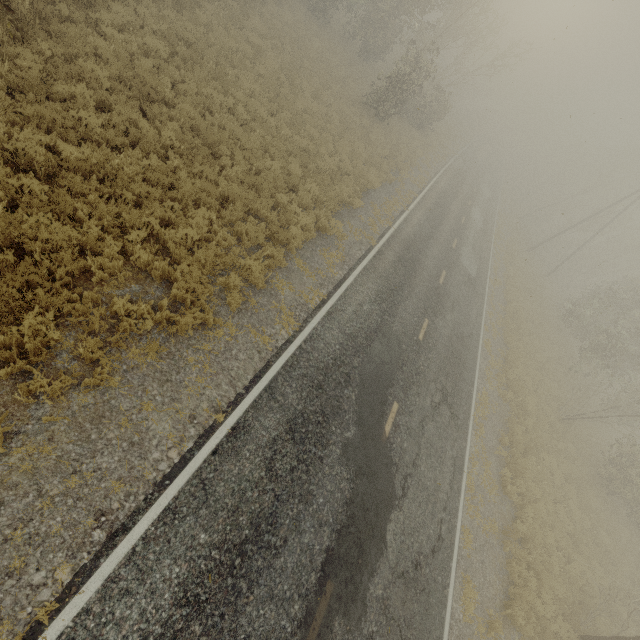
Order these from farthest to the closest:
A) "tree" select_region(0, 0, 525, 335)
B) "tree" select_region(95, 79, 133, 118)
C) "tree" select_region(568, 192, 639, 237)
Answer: "tree" select_region(568, 192, 639, 237)
"tree" select_region(95, 79, 133, 118)
"tree" select_region(0, 0, 525, 335)

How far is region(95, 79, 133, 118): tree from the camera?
8.49m

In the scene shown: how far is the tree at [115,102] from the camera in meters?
8.5

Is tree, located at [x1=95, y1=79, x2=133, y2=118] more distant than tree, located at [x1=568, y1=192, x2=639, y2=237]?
No

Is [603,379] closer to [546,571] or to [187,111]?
[546,571]

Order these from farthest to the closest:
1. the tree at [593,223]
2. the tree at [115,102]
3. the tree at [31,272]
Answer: the tree at [593,223], the tree at [115,102], the tree at [31,272]
